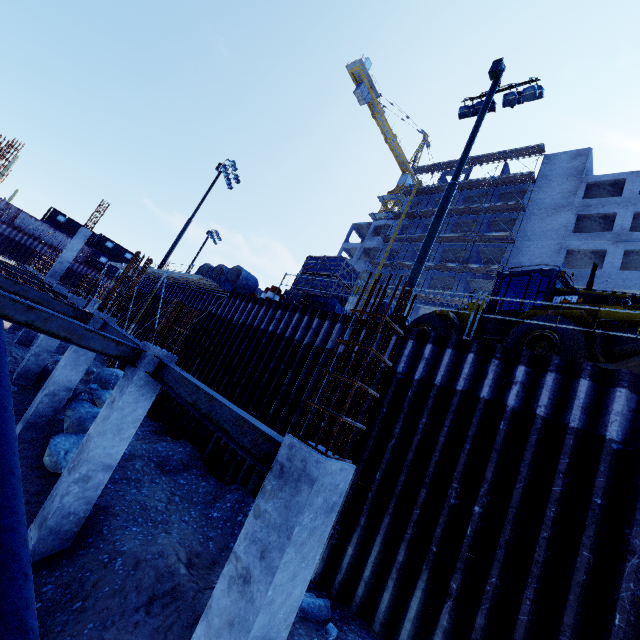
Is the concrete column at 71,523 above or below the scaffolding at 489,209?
below

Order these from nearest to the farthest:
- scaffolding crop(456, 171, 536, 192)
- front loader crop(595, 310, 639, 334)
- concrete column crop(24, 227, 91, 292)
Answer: front loader crop(595, 310, 639, 334), concrete column crop(24, 227, 91, 292), scaffolding crop(456, 171, 536, 192)

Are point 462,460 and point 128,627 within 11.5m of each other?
yes

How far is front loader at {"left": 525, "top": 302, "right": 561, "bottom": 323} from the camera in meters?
8.6 m

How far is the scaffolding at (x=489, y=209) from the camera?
34.1m

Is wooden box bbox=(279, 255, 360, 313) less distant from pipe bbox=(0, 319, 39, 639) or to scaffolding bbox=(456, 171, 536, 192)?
pipe bbox=(0, 319, 39, 639)

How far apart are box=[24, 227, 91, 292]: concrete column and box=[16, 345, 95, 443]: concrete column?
14.3 meters

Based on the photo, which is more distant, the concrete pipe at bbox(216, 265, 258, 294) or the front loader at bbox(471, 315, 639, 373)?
the concrete pipe at bbox(216, 265, 258, 294)
